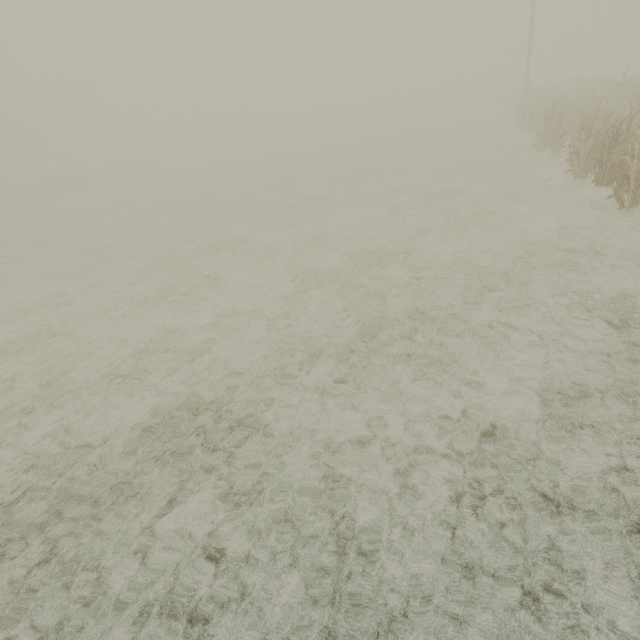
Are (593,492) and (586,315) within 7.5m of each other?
yes
